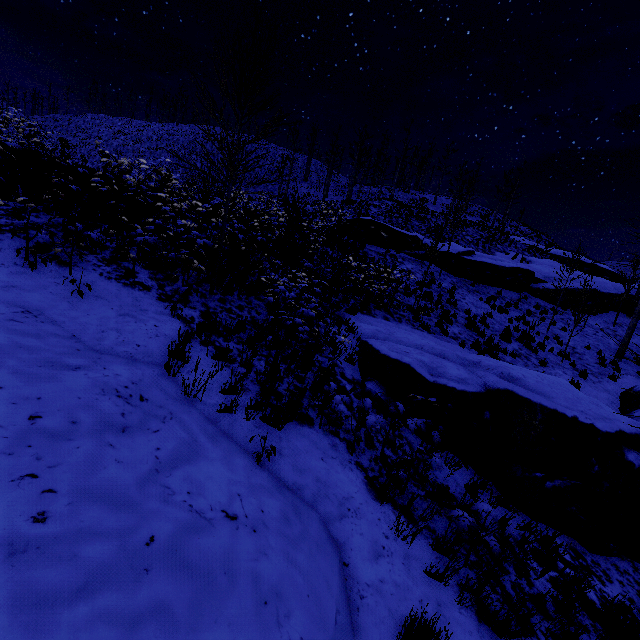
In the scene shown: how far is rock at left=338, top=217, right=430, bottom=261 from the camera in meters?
20.4 m

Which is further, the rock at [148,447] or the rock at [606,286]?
the rock at [606,286]

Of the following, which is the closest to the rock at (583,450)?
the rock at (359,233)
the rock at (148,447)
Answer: the rock at (148,447)

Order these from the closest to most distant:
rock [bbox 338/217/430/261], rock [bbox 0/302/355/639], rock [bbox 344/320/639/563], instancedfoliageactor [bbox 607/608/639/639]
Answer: rock [bbox 0/302/355/639]
instancedfoliageactor [bbox 607/608/639/639]
rock [bbox 344/320/639/563]
rock [bbox 338/217/430/261]

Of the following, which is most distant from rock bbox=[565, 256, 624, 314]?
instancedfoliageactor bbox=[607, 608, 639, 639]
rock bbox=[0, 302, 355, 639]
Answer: instancedfoliageactor bbox=[607, 608, 639, 639]

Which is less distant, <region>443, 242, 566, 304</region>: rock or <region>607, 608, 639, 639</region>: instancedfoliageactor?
<region>607, 608, 639, 639</region>: instancedfoliageactor

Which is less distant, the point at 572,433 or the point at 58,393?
the point at 58,393

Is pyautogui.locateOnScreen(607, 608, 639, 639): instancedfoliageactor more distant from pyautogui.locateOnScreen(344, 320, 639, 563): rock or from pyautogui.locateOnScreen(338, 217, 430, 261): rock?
pyautogui.locateOnScreen(344, 320, 639, 563): rock
